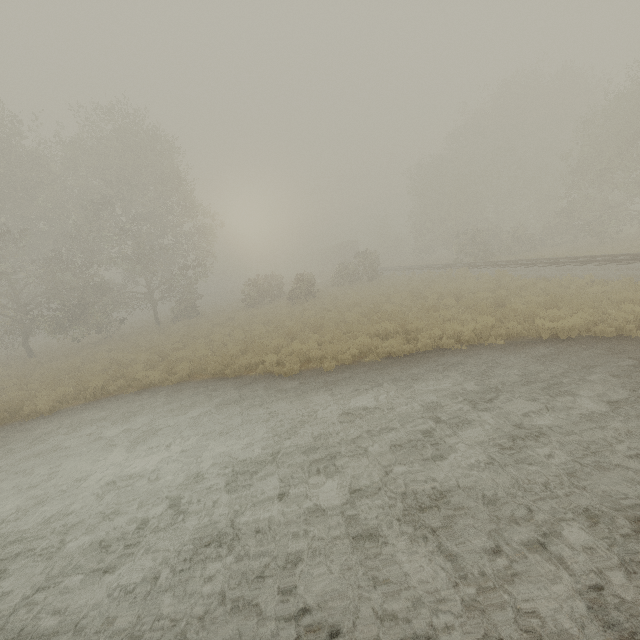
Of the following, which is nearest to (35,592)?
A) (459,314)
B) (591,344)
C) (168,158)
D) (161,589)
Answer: (161,589)

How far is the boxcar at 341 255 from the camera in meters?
52.9 m

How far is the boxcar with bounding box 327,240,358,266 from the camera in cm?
5288
